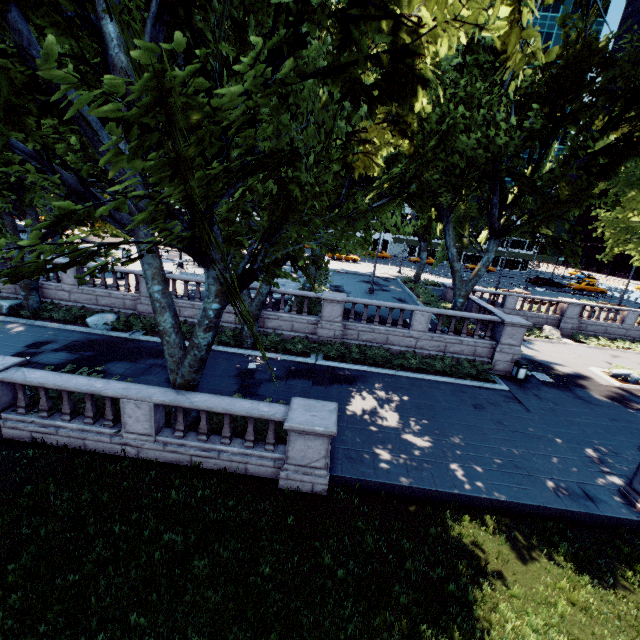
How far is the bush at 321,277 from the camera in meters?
25.5

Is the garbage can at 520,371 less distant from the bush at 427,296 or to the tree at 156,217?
the tree at 156,217

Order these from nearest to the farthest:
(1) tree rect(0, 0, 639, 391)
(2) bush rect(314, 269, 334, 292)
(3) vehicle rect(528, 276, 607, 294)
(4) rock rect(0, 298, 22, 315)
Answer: (1) tree rect(0, 0, 639, 391)
(4) rock rect(0, 298, 22, 315)
(2) bush rect(314, 269, 334, 292)
(3) vehicle rect(528, 276, 607, 294)

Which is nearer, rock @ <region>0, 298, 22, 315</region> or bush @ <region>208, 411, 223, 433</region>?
bush @ <region>208, 411, 223, 433</region>

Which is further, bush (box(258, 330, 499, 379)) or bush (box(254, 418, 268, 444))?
bush (box(258, 330, 499, 379))

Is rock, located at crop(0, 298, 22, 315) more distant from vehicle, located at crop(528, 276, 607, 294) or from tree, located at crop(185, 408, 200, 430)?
vehicle, located at crop(528, 276, 607, 294)

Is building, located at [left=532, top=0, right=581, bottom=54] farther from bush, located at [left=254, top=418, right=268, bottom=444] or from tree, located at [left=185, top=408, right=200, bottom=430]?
bush, located at [left=254, top=418, right=268, bottom=444]

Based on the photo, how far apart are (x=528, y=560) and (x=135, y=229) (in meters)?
13.86
